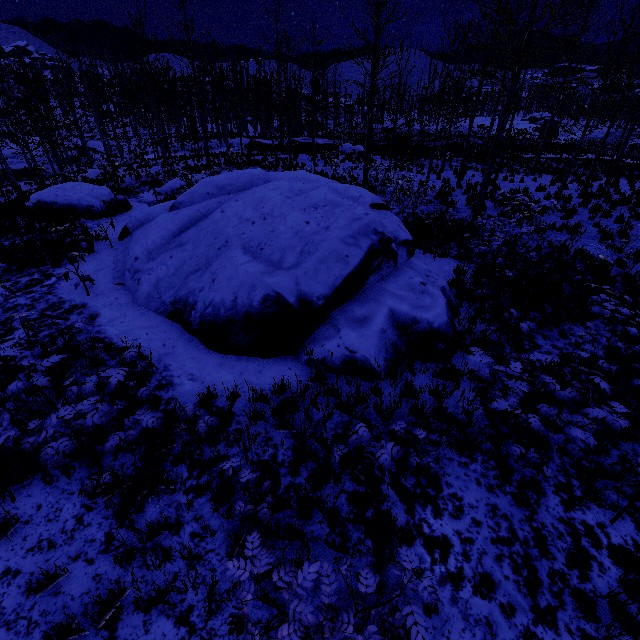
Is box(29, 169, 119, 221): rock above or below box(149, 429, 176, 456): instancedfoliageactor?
below

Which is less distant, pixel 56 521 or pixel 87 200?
pixel 56 521

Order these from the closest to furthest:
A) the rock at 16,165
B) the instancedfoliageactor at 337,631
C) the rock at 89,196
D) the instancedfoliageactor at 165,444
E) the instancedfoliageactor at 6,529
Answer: the instancedfoliageactor at 337,631 → the instancedfoliageactor at 6,529 → the instancedfoliageactor at 165,444 → the rock at 89,196 → the rock at 16,165

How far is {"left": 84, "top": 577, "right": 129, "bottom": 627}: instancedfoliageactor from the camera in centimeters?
279cm

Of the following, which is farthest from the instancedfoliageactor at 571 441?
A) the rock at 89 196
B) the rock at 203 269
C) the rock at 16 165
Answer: the rock at 16 165

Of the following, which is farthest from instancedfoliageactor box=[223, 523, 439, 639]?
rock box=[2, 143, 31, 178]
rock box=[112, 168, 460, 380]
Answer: rock box=[2, 143, 31, 178]

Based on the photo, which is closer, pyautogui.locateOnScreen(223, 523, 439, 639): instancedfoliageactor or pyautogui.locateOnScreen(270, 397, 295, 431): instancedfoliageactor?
pyautogui.locateOnScreen(223, 523, 439, 639): instancedfoliageactor
